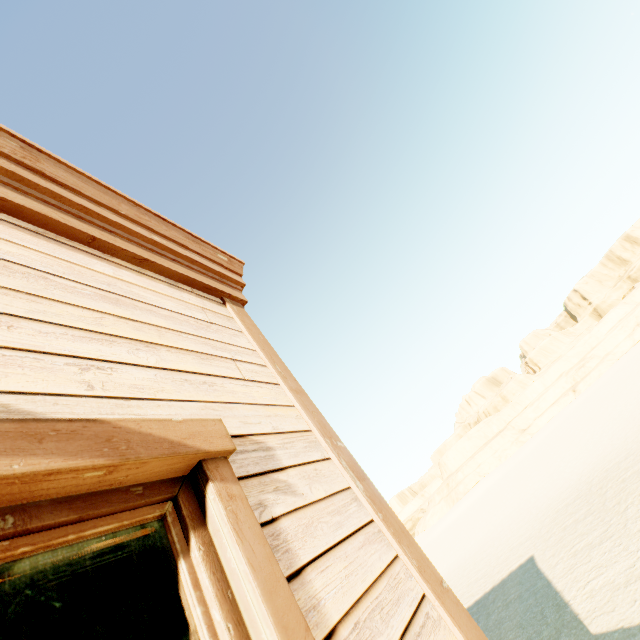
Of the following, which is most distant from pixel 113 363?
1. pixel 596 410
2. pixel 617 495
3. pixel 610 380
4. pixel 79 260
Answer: pixel 610 380
